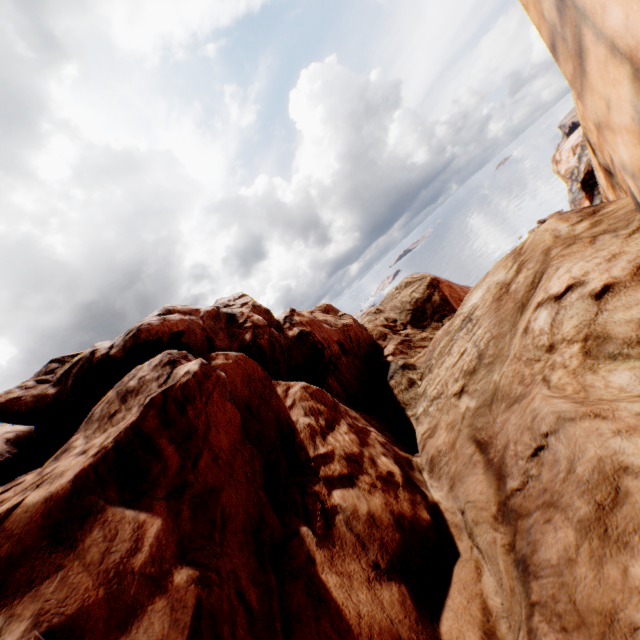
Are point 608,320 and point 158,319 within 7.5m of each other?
no
